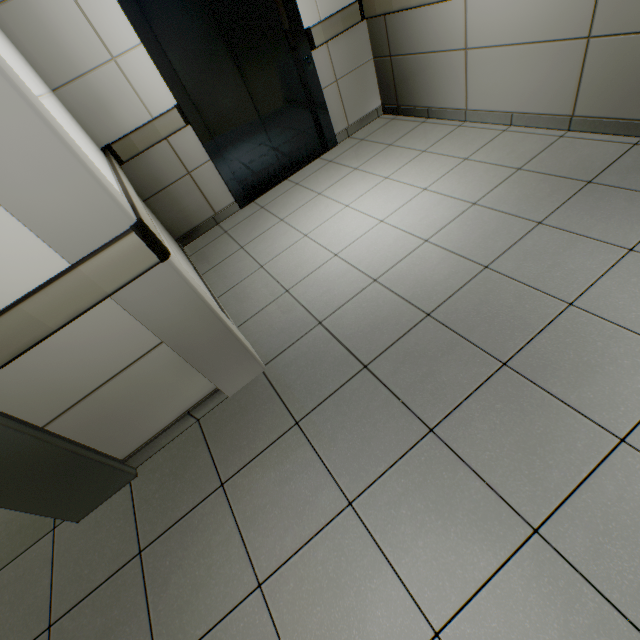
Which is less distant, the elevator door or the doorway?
the doorway

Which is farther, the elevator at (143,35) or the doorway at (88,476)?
the elevator at (143,35)

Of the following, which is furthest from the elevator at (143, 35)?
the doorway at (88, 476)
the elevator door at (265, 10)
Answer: the doorway at (88, 476)

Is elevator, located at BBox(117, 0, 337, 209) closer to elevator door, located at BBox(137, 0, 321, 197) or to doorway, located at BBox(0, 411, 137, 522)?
elevator door, located at BBox(137, 0, 321, 197)

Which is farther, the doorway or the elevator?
the elevator

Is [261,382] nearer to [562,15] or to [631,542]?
[631,542]

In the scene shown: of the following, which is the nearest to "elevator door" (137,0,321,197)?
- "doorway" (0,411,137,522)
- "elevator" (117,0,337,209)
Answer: "elevator" (117,0,337,209)
